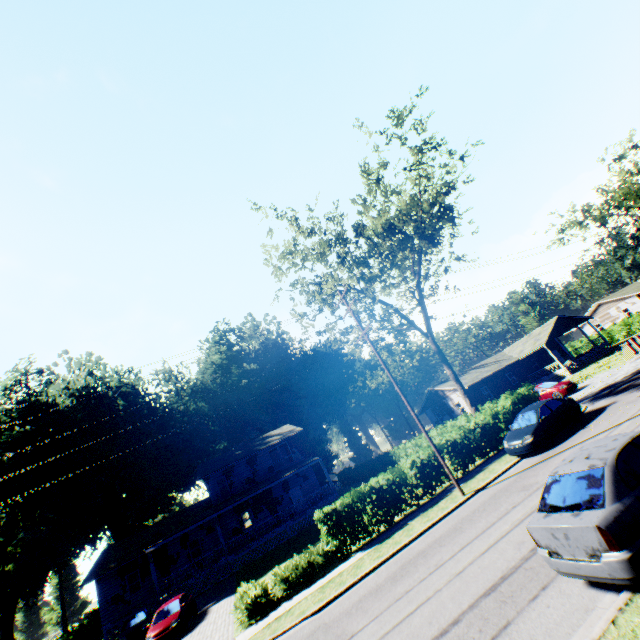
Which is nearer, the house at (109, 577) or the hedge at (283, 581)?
the hedge at (283, 581)

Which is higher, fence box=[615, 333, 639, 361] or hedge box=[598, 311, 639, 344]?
hedge box=[598, 311, 639, 344]

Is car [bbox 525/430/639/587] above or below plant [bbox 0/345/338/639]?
below

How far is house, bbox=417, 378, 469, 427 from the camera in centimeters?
4119cm

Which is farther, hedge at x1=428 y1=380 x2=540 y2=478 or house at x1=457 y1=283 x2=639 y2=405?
house at x1=457 y1=283 x2=639 y2=405

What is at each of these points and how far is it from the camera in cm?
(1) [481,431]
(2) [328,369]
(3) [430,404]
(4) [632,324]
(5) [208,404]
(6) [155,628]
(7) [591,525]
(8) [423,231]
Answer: (1) hedge, 1980
(2) plant, 5578
(3) house, 4619
(4) hedge, 4462
(5) plant, 5906
(6) car, 1764
(7) car, 505
(8) tree, 2498

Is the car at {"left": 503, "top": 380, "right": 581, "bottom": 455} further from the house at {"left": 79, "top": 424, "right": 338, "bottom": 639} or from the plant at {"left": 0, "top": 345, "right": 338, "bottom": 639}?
the plant at {"left": 0, "top": 345, "right": 338, "bottom": 639}

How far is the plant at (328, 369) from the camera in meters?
55.7 m
